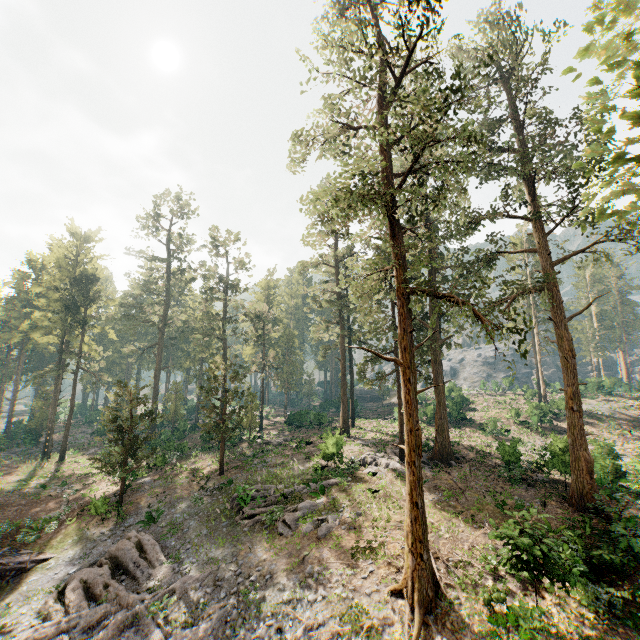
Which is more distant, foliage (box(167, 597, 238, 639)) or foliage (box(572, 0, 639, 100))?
foliage (box(167, 597, 238, 639))

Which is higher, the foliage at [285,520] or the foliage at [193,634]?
the foliage at [285,520]

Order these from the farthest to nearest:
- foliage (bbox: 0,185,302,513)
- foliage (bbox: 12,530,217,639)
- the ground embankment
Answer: foliage (bbox: 0,185,302,513)
the ground embankment
foliage (bbox: 12,530,217,639)

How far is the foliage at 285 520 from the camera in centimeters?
1906cm

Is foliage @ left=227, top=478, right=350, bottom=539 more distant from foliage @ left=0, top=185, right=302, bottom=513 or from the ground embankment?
the ground embankment

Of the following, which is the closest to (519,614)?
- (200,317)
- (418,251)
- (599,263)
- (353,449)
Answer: (353,449)

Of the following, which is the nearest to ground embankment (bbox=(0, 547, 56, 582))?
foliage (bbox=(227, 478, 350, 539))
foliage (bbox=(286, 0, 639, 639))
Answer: foliage (bbox=(286, 0, 639, 639))
